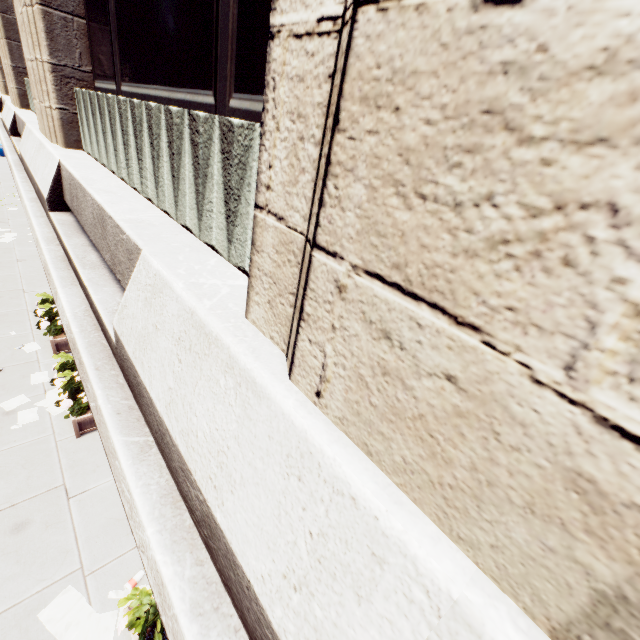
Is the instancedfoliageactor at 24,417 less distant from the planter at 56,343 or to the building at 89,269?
the building at 89,269

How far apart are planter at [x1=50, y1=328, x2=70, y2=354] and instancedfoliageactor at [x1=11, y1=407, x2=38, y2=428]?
1.2m

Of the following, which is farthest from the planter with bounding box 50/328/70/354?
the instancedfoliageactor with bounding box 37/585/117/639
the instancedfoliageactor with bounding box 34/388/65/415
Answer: the instancedfoliageactor with bounding box 37/585/117/639

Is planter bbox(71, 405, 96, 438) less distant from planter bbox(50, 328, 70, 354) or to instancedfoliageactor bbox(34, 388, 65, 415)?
instancedfoliageactor bbox(34, 388, 65, 415)

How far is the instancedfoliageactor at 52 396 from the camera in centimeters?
824cm

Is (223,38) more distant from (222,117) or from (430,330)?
(430,330)

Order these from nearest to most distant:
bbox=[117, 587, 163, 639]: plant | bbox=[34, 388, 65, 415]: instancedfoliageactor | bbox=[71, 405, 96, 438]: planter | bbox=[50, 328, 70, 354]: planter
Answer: bbox=[117, 587, 163, 639]: plant
bbox=[71, 405, 96, 438]: planter
bbox=[34, 388, 65, 415]: instancedfoliageactor
bbox=[50, 328, 70, 354]: planter

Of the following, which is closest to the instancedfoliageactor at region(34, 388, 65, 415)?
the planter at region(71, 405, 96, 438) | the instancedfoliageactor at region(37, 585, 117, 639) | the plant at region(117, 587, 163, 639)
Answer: the planter at region(71, 405, 96, 438)
